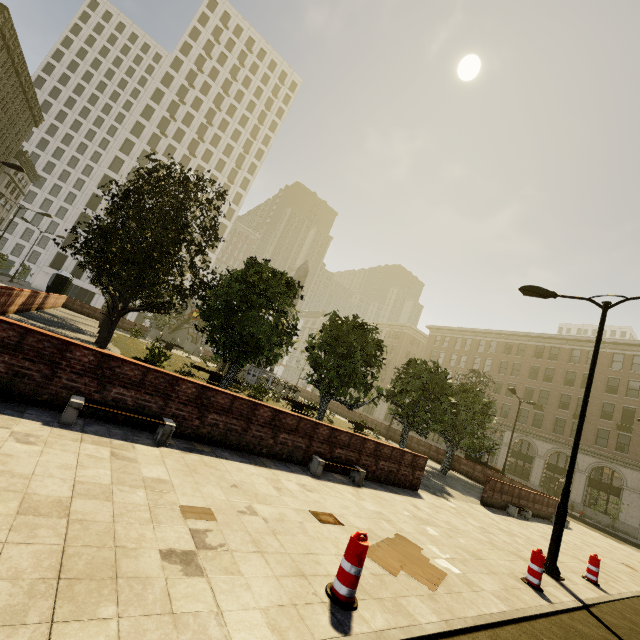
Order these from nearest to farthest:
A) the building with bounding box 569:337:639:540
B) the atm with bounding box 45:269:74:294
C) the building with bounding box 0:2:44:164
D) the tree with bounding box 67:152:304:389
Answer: the tree with bounding box 67:152:304:389
the atm with bounding box 45:269:74:294
the building with bounding box 569:337:639:540
the building with bounding box 0:2:44:164

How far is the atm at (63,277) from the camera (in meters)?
29.13

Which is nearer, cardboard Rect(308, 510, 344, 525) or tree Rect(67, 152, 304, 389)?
cardboard Rect(308, 510, 344, 525)

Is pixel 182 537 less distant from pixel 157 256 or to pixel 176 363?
pixel 157 256

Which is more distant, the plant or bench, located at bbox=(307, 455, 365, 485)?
the plant

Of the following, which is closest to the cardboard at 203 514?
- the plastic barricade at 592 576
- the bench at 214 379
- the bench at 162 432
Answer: the bench at 162 432

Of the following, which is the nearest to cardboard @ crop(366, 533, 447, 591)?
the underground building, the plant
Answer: the plant

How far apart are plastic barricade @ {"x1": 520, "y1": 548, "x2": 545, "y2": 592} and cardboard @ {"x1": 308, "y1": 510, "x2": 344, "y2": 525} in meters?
4.2
